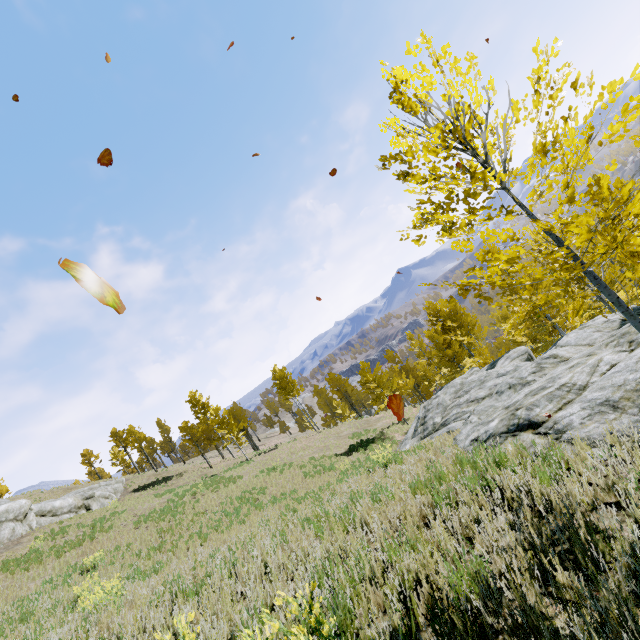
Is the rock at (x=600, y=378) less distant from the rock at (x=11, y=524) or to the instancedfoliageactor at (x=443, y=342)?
the instancedfoliageactor at (x=443, y=342)

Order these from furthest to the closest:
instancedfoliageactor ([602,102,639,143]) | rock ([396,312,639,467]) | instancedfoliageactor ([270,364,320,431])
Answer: instancedfoliageactor ([270,364,320,431])
rock ([396,312,639,467])
instancedfoliageactor ([602,102,639,143])

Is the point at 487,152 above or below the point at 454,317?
above

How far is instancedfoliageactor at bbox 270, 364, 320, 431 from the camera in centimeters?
3797cm

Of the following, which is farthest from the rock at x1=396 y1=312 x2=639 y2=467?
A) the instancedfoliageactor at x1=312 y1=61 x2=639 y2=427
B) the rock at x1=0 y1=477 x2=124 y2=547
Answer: the rock at x1=0 y1=477 x2=124 y2=547

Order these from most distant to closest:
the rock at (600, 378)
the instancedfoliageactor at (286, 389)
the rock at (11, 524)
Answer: the instancedfoliageactor at (286, 389), the rock at (11, 524), the rock at (600, 378)

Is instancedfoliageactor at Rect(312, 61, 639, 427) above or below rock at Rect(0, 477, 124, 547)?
below
